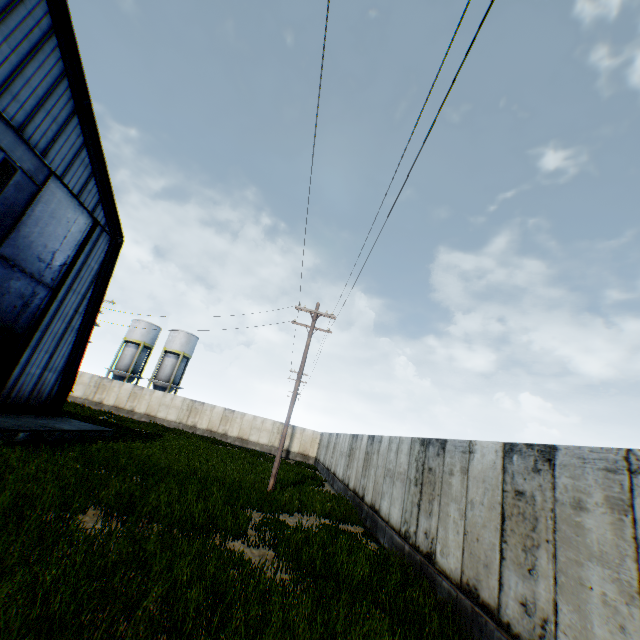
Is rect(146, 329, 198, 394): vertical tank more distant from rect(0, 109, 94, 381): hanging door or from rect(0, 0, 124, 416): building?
rect(0, 109, 94, 381): hanging door

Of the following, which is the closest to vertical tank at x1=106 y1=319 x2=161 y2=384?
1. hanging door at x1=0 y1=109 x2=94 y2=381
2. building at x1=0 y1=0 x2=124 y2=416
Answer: building at x1=0 y1=0 x2=124 y2=416

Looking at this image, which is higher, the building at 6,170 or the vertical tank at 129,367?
the building at 6,170

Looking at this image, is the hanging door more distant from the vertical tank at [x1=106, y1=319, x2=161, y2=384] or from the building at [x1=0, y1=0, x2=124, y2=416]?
the vertical tank at [x1=106, y1=319, x2=161, y2=384]

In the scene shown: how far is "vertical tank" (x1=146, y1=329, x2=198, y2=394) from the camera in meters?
44.2 m

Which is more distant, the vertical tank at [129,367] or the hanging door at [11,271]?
the vertical tank at [129,367]

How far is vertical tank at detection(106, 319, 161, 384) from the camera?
44.2m

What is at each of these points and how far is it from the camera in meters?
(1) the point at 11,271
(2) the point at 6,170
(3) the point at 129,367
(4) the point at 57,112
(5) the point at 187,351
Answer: (1) hanging door, 13.8
(2) building, 18.2
(3) vertical tank, 44.6
(4) building, 14.0
(5) vertical tank, 46.3
